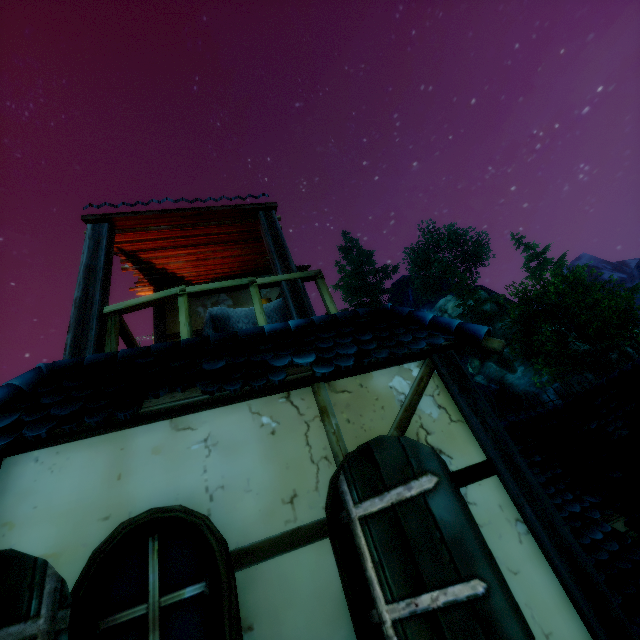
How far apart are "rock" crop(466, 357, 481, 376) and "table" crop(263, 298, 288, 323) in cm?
3961

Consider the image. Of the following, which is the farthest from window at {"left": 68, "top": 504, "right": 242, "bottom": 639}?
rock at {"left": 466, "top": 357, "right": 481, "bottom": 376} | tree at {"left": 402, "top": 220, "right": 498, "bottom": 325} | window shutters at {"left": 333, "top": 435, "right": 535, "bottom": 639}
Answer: rock at {"left": 466, "top": 357, "right": 481, "bottom": 376}

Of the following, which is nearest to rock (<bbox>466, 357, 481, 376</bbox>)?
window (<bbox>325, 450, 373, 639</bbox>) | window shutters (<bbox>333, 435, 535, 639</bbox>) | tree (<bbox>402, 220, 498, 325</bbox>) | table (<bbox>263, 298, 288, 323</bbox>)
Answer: tree (<bbox>402, 220, 498, 325</bbox>)

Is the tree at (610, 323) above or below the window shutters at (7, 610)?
above

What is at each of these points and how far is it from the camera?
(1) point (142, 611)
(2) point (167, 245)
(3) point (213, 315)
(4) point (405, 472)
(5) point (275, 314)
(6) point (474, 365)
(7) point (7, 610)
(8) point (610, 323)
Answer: (1) window, 1.67m
(2) building, 5.18m
(3) table, 3.90m
(4) window shutters, 1.83m
(5) table, 4.03m
(6) rock, 38.75m
(7) window shutters, 1.41m
(8) tree, 30.50m

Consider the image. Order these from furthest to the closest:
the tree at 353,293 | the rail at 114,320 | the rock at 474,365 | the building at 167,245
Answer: the tree at 353,293
the rock at 474,365
the rail at 114,320
the building at 167,245

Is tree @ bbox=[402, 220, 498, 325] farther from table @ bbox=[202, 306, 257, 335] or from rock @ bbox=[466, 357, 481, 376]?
table @ bbox=[202, 306, 257, 335]

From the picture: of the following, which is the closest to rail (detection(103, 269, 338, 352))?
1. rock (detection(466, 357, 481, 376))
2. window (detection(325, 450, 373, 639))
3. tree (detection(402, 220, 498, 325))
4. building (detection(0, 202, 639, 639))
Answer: building (detection(0, 202, 639, 639))
